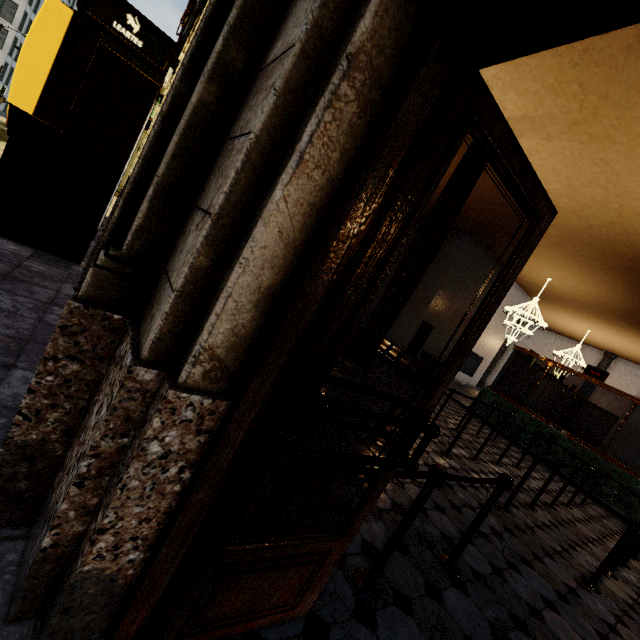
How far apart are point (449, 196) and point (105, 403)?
8.5 meters

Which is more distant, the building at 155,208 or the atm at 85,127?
the atm at 85,127

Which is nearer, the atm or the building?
the building
